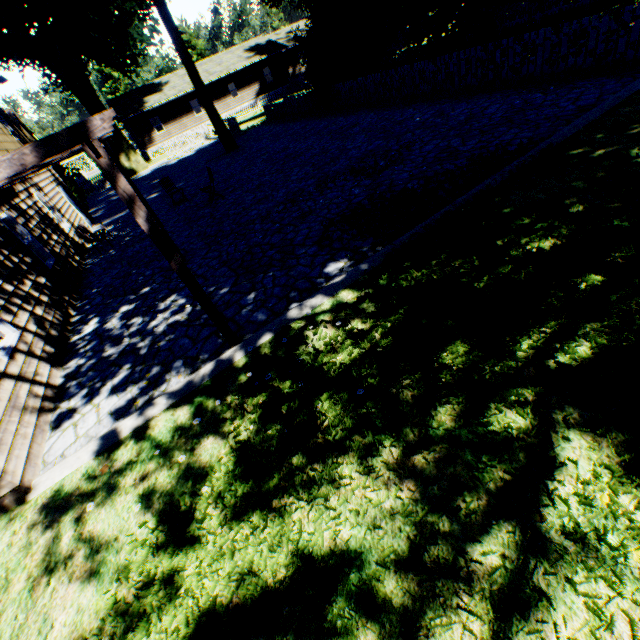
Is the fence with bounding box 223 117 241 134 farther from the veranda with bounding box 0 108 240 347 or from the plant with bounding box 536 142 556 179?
the veranda with bounding box 0 108 240 347

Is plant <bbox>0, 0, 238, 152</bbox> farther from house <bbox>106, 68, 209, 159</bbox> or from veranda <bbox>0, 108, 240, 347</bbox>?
veranda <bbox>0, 108, 240, 347</bbox>

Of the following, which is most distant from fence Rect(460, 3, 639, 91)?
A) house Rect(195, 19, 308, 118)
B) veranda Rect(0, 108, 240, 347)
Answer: veranda Rect(0, 108, 240, 347)

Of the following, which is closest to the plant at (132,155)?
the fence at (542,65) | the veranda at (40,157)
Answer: the fence at (542,65)

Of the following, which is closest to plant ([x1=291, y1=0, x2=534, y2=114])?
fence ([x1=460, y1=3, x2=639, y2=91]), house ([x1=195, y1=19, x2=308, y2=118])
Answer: fence ([x1=460, y1=3, x2=639, y2=91])

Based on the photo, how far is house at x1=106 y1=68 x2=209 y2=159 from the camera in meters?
35.4 m

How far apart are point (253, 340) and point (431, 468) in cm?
308

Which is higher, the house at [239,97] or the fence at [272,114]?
the house at [239,97]
